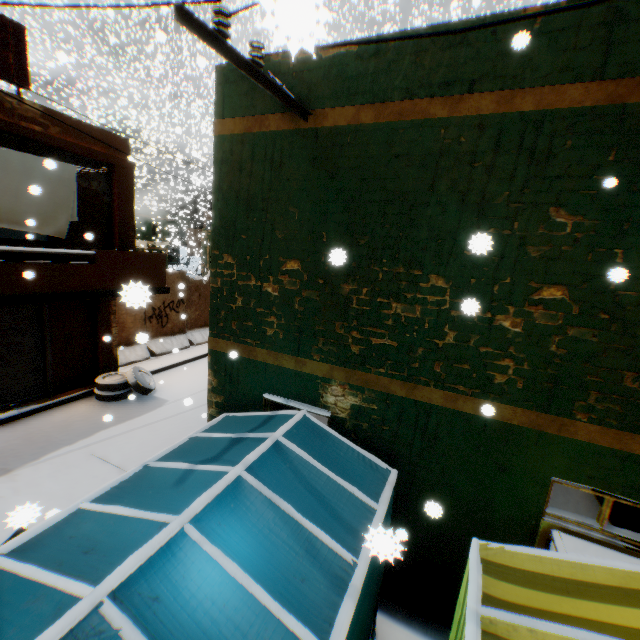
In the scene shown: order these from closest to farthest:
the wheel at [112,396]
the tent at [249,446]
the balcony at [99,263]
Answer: the tent at [249,446], the balcony at [99,263], the wheel at [112,396]

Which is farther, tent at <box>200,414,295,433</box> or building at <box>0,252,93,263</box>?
building at <box>0,252,93,263</box>

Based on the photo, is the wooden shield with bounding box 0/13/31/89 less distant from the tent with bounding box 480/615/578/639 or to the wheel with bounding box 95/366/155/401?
the tent with bounding box 480/615/578/639

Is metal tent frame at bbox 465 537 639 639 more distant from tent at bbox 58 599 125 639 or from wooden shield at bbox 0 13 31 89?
wooden shield at bbox 0 13 31 89

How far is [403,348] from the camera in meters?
4.0

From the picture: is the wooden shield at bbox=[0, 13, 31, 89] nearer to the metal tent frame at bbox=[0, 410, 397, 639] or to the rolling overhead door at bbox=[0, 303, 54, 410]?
the rolling overhead door at bbox=[0, 303, 54, 410]

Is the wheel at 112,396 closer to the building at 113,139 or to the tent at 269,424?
the building at 113,139

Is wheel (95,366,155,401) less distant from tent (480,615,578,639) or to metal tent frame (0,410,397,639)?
tent (480,615,578,639)
